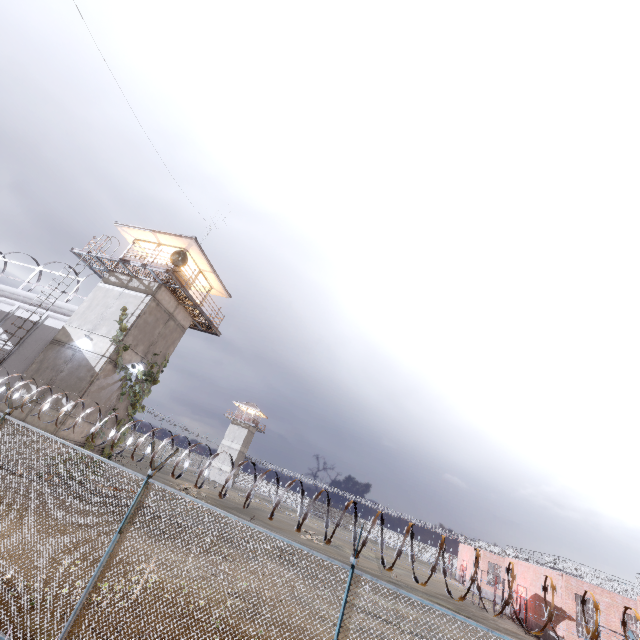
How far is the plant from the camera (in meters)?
17.80

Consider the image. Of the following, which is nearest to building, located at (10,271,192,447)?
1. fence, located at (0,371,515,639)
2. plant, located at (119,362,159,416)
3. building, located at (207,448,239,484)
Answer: plant, located at (119,362,159,416)

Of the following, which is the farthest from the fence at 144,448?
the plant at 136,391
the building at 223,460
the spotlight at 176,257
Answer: the building at 223,460

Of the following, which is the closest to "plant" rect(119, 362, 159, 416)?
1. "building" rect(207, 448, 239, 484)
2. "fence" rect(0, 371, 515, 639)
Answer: "fence" rect(0, 371, 515, 639)

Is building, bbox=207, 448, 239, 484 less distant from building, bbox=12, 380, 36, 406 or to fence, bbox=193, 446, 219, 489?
fence, bbox=193, 446, 219, 489

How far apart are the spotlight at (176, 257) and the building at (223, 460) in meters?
50.5 m

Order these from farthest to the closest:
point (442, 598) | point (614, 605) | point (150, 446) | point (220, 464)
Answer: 1. point (220, 464)
2. point (442, 598)
3. point (614, 605)
4. point (150, 446)

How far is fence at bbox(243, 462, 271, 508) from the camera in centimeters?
542cm
